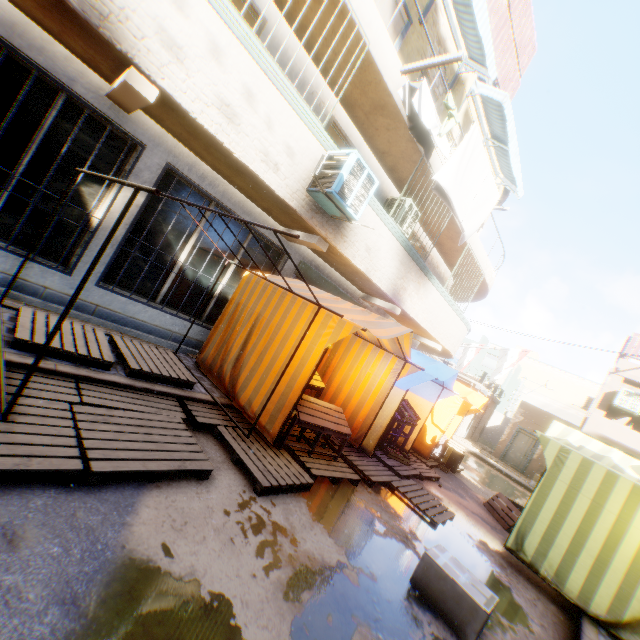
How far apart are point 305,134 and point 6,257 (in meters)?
4.81

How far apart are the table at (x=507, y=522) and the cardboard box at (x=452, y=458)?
1.68m

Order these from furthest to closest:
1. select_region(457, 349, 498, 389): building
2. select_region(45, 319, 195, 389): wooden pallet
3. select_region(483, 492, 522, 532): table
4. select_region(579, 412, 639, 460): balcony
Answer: Answer:
select_region(457, 349, 498, 389): building
select_region(579, 412, 639, 460): balcony
select_region(483, 492, 522, 532): table
select_region(45, 319, 195, 389): wooden pallet

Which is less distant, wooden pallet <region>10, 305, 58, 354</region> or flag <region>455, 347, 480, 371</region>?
wooden pallet <region>10, 305, 58, 354</region>

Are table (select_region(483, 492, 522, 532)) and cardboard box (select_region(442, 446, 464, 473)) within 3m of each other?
yes

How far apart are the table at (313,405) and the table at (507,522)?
5.1m

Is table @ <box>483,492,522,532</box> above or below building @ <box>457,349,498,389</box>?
below

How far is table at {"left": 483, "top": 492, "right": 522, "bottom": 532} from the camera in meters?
7.6
